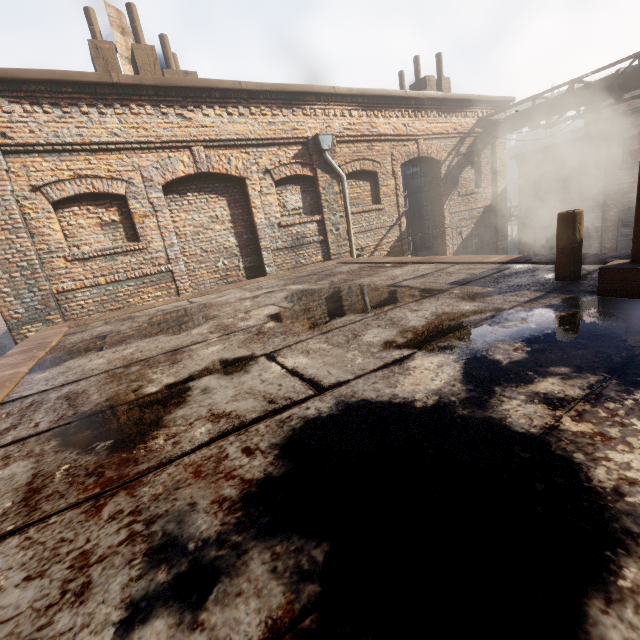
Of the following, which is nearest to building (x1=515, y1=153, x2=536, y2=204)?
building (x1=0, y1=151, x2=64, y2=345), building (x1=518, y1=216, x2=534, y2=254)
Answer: building (x1=518, y1=216, x2=534, y2=254)

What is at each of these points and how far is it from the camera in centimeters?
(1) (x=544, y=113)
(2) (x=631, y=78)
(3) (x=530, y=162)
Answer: (1) pipe, 995cm
(2) pipe, 813cm
(3) building, 1590cm

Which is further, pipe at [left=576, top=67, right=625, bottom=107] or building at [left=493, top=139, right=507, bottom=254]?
building at [left=493, top=139, right=507, bottom=254]

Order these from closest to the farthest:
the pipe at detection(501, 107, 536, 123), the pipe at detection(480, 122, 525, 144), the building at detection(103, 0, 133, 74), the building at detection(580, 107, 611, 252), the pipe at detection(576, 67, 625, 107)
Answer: the building at detection(103, 0, 133, 74) < the pipe at detection(576, 67, 625, 107) < the pipe at detection(501, 107, 536, 123) < the pipe at detection(480, 122, 525, 144) < the building at detection(580, 107, 611, 252)

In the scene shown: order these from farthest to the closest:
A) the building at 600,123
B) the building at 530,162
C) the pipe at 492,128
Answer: the building at 530,162 → the building at 600,123 → the pipe at 492,128

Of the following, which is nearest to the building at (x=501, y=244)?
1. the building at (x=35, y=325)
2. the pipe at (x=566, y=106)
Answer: the pipe at (x=566, y=106)

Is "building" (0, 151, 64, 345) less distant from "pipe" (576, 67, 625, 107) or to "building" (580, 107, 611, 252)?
"pipe" (576, 67, 625, 107)

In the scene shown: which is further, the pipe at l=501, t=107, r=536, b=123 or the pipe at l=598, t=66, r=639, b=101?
the pipe at l=501, t=107, r=536, b=123
